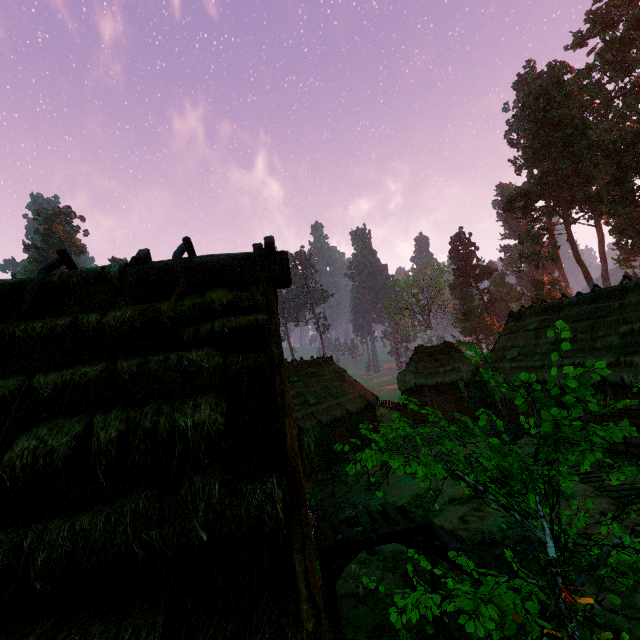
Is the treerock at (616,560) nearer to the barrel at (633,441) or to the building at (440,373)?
the building at (440,373)

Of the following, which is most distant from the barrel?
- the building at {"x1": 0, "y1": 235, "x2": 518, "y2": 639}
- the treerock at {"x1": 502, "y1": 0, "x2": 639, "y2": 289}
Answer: the treerock at {"x1": 502, "y1": 0, "x2": 639, "y2": 289}

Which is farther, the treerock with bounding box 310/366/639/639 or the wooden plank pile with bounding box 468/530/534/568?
the wooden plank pile with bounding box 468/530/534/568

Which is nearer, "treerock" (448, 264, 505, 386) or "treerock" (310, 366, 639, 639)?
"treerock" (310, 366, 639, 639)

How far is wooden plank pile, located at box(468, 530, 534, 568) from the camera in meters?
8.3 m

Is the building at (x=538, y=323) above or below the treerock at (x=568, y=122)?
below

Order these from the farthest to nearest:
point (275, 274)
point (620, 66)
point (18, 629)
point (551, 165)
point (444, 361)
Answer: point (551, 165) < point (620, 66) < point (444, 361) < point (275, 274) < point (18, 629)
